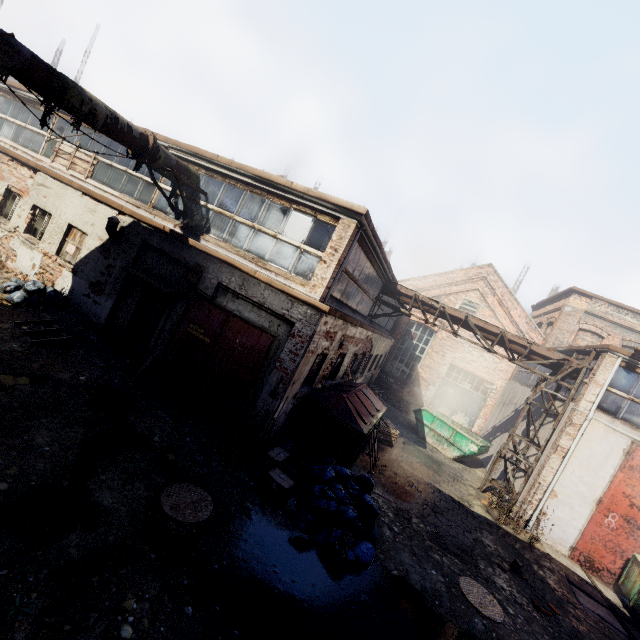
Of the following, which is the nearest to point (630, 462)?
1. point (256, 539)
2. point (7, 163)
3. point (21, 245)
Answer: point (256, 539)

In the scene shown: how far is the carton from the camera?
6.12m

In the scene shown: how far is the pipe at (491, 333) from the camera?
12.47m

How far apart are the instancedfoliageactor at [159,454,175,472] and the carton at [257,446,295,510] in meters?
1.7 m

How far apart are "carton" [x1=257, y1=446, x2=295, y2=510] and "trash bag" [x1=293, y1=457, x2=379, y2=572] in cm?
26

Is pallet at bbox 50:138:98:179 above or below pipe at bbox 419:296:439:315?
below

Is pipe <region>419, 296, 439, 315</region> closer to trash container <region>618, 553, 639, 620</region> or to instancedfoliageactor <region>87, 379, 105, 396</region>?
trash container <region>618, 553, 639, 620</region>

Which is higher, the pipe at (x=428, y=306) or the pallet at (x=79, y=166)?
the pipe at (x=428, y=306)
